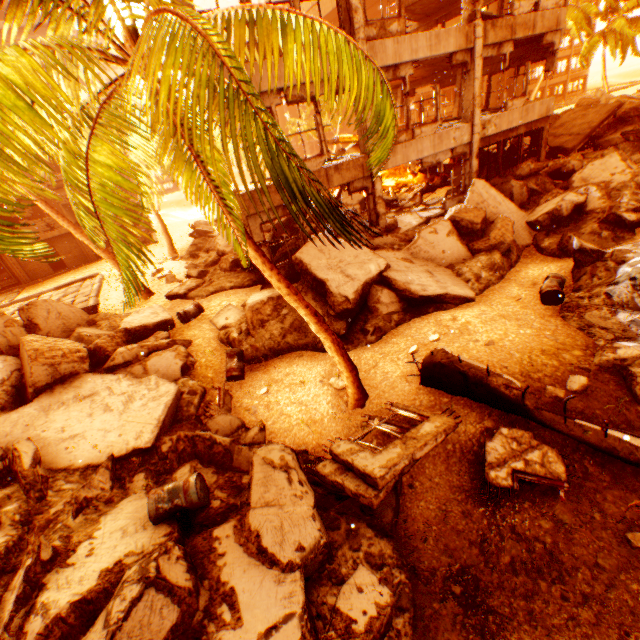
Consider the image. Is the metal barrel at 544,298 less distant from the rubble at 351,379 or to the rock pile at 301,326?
the rock pile at 301,326

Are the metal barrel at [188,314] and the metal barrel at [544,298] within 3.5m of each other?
no

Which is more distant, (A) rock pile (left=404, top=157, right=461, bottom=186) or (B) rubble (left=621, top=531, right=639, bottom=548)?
(A) rock pile (left=404, top=157, right=461, bottom=186)

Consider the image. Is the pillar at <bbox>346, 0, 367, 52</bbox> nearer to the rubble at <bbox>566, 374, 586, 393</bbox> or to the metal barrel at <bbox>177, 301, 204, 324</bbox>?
the rubble at <bbox>566, 374, 586, 393</bbox>

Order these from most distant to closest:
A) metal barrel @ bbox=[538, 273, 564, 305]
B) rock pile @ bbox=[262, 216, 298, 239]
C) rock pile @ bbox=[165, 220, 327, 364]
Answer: rock pile @ bbox=[262, 216, 298, 239], rock pile @ bbox=[165, 220, 327, 364], metal barrel @ bbox=[538, 273, 564, 305]

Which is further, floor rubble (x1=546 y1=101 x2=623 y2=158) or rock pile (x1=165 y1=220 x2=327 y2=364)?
floor rubble (x1=546 y1=101 x2=623 y2=158)

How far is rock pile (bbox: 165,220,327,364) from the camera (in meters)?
9.86

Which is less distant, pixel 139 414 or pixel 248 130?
pixel 248 130
